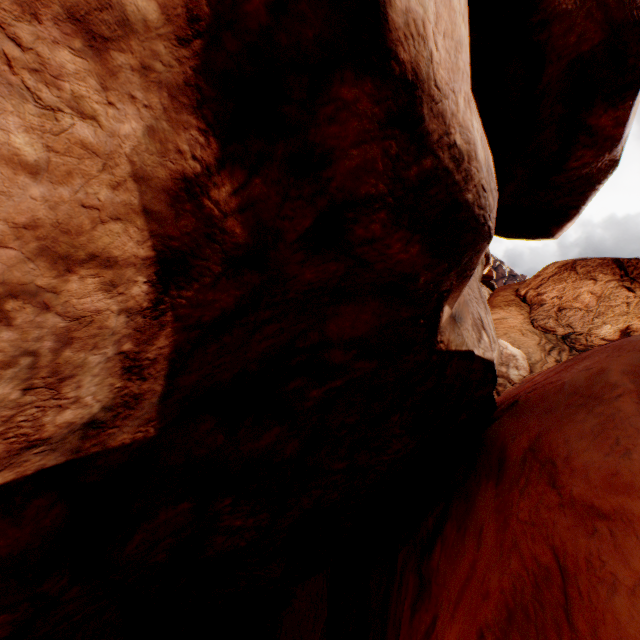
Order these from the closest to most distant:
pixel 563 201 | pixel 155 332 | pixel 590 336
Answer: pixel 155 332, pixel 563 201, pixel 590 336
